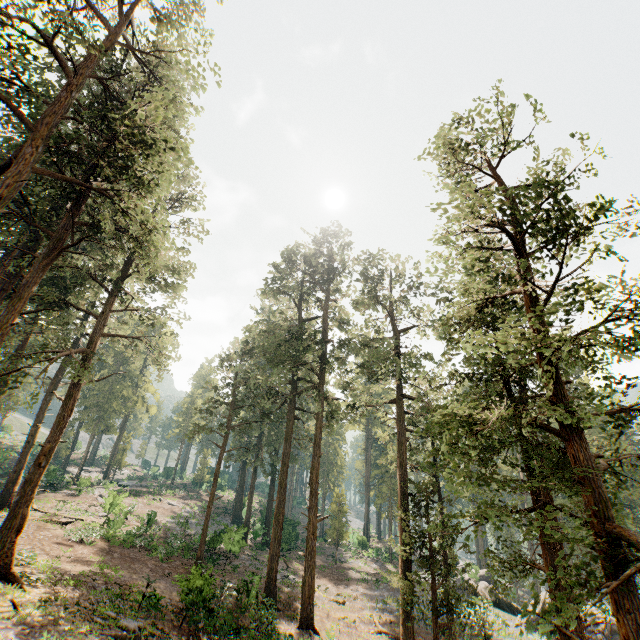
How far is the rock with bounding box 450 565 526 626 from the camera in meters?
29.6

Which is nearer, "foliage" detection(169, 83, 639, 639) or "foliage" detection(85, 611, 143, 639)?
"foliage" detection(169, 83, 639, 639)

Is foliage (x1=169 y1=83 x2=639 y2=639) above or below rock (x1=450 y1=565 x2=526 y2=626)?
above

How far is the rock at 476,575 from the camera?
29.6 meters

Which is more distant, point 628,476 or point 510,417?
point 628,476

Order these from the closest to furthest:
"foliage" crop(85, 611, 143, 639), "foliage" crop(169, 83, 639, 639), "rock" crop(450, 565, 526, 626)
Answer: "foliage" crop(169, 83, 639, 639), "foliage" crop(85, 611, 143, 639), "rock" crop(450, 565, 526, 626)

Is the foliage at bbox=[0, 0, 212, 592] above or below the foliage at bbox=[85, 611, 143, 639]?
above

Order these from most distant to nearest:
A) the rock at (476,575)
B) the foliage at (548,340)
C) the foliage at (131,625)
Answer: →
1. the rock at (476,575)
2. the foliage at (131,625)
3. the foliage at (548,340)
